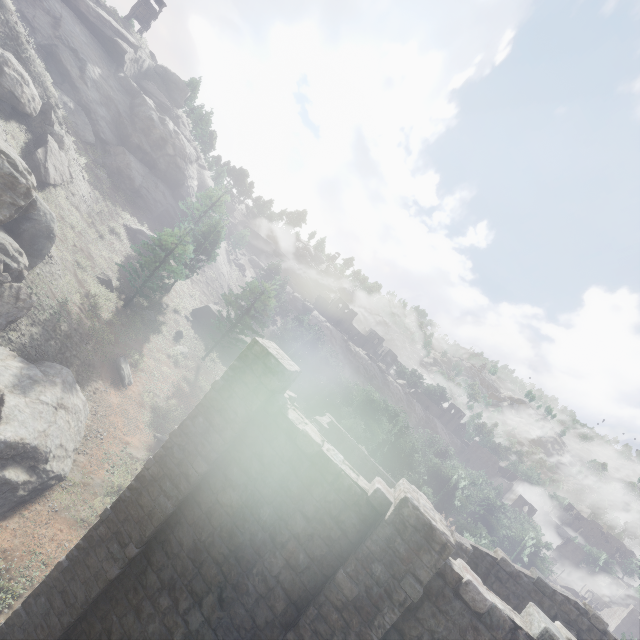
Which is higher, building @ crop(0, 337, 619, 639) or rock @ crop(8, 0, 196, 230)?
rock @ crop(8, 0, 196, 230)

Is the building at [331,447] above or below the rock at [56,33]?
below

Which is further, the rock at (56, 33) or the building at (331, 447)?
the rock at (56, 33)

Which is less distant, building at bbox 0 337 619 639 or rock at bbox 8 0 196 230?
building at bbox 0 337 619 639

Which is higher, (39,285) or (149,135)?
(149,135)
